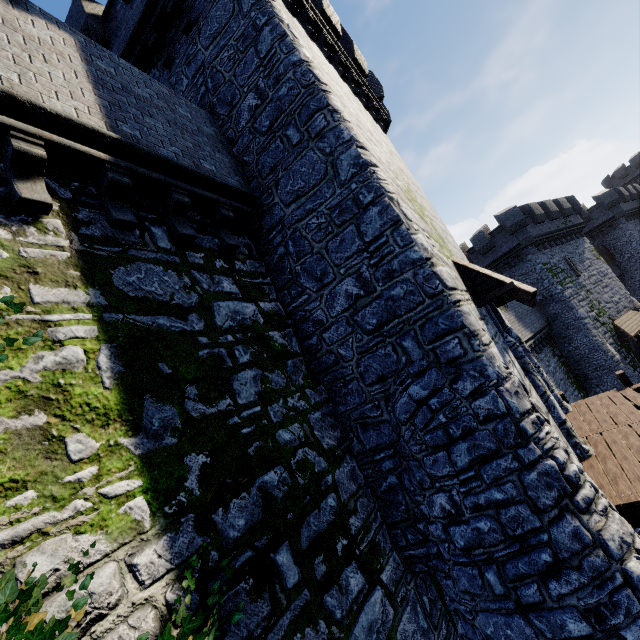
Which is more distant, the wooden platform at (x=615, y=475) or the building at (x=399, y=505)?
the building at (x=399, y=505)

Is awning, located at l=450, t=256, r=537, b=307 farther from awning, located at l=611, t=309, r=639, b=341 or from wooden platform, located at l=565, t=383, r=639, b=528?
awning, located at l=611, t=309, r=639, b=341

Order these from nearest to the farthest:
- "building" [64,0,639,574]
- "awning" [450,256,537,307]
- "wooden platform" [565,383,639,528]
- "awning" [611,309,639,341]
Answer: "wooden platform" [565,383,639,528]
"building" [64,0,639,574]
"awning" [450,256,537,307]
"awning" [611,309,639,341]

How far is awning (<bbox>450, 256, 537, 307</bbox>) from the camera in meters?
6.3

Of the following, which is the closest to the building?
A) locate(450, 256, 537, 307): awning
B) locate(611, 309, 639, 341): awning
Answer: locate(450, 256, 537, 307): awning

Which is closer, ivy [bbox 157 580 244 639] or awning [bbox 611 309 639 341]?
ivy [bbox 157 580 244 639]

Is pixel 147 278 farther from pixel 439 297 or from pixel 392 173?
pixel 392 173

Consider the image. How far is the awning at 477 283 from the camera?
6.3m
